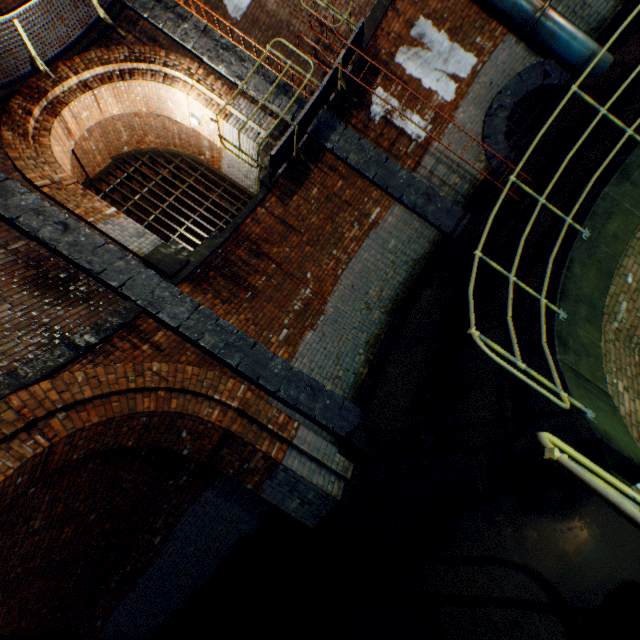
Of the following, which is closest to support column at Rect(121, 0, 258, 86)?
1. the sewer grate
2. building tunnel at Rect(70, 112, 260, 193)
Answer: building tunnel at Rect(70, 112, 260, 193)

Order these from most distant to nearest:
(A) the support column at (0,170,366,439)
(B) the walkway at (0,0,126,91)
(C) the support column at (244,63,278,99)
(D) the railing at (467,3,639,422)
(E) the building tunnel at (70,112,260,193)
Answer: (E) the building tunnel at (70,112,260,193) < (C) the support column at (244,63,278,99) < (B) the walkway at (0,0,126,91) < (A) the support column at (0,170,366,439) < (D) the railing at (467,3,639,422)

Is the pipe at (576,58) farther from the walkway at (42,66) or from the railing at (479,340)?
the walkway at (42,66)

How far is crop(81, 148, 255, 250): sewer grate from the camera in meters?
9.2 m

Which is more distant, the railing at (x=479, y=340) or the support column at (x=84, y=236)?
the support column at (x=84, y=236)

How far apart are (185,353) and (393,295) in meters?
4.6

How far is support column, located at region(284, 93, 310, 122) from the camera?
7.35m

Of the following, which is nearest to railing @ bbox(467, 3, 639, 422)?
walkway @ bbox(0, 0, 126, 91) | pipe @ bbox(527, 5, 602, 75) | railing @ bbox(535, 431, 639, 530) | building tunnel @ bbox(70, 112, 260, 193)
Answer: railing @ bbox(535, 431, 639, 530)
